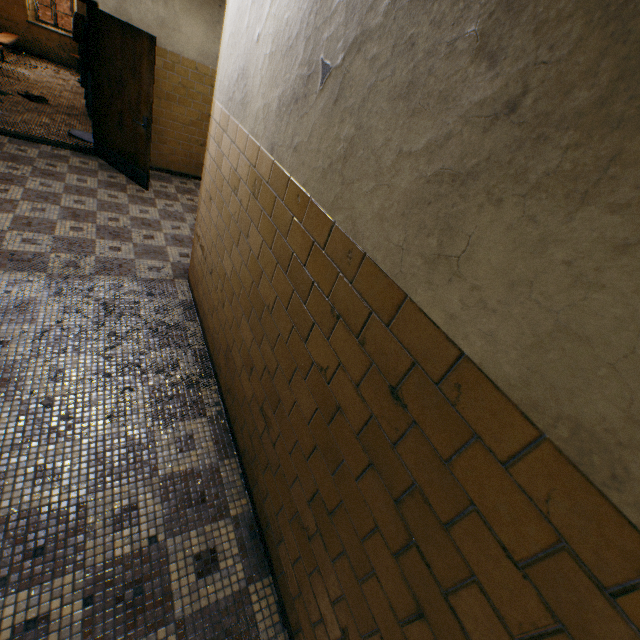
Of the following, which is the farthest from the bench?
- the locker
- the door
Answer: the door

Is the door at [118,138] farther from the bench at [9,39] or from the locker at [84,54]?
the bench at [9,39]

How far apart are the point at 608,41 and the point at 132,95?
6.2m

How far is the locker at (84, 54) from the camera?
6.53m

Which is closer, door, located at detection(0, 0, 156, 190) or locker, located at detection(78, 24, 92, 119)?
door, located at detection(0, 0, 156, 190)

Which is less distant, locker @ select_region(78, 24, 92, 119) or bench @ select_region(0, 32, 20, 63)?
locker @ select_region(78, 24, 92, 119)

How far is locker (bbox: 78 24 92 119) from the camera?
6.5m
